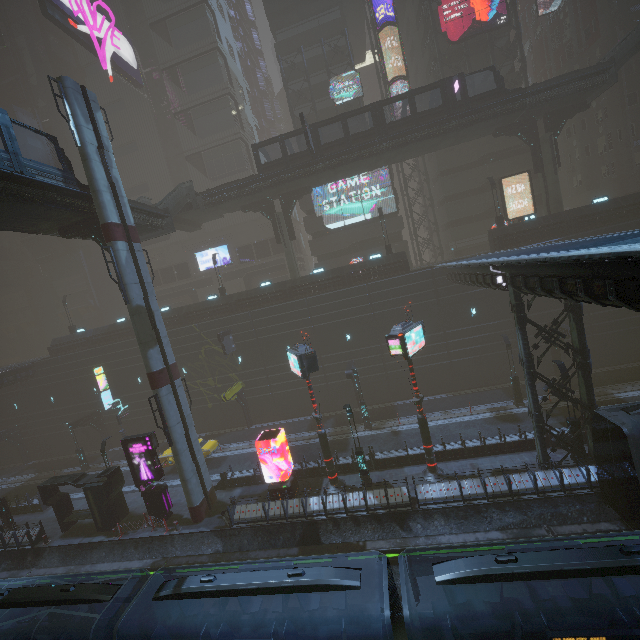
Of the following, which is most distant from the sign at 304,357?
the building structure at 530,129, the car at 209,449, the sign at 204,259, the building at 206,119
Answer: the sign at 204,259

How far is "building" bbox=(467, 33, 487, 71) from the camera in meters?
35.8 m

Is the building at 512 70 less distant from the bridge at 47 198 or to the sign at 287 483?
the sign at 287 483

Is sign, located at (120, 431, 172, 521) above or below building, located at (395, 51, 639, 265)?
below

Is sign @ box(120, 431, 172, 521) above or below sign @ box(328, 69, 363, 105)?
below

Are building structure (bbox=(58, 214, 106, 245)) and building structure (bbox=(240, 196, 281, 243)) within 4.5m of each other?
no

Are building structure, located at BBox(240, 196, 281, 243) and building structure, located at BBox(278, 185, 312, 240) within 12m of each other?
yes

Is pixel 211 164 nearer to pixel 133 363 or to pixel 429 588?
pixel 133 363
